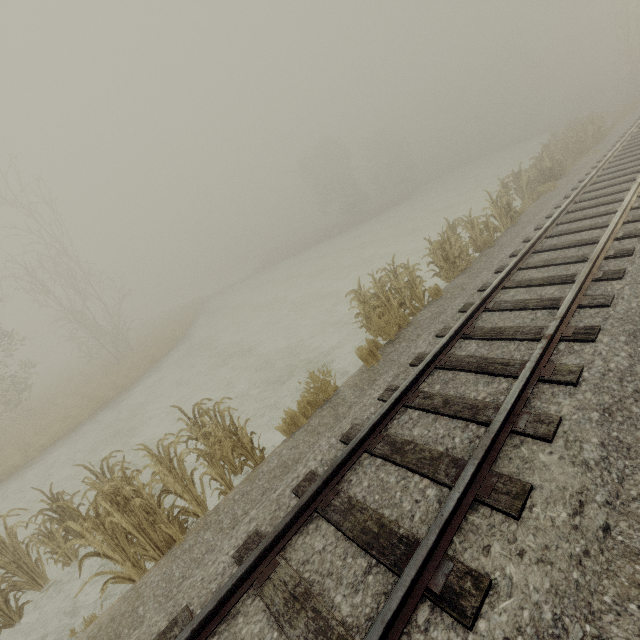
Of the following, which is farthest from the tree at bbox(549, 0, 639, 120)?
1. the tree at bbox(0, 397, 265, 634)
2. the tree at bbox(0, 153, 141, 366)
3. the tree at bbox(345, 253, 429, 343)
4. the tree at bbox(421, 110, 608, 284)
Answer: the tree at bbox(0, 153, 141, 366)

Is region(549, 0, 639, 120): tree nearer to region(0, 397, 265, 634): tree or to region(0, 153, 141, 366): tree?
region(0, 397, 265, 634): tree

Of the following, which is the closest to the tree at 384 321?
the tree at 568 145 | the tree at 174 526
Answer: the tree at 174 526

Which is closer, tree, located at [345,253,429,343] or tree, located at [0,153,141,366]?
tree, located at [345,253,429,343]

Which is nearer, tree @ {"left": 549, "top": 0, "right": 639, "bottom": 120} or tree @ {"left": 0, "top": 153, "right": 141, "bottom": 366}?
tree @ {"left": 0, "top": 153, "right": 141, "bottom": 366}

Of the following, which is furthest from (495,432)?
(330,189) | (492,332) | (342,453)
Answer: (330,189)

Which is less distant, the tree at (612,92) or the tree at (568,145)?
the tree at (568,145)

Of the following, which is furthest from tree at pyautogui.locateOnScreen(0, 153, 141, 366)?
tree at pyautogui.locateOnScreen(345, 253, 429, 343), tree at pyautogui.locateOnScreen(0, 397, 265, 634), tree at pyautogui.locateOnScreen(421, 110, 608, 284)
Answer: tree at pyautogui.locateOnScreen(421, 110, 608, 284)
